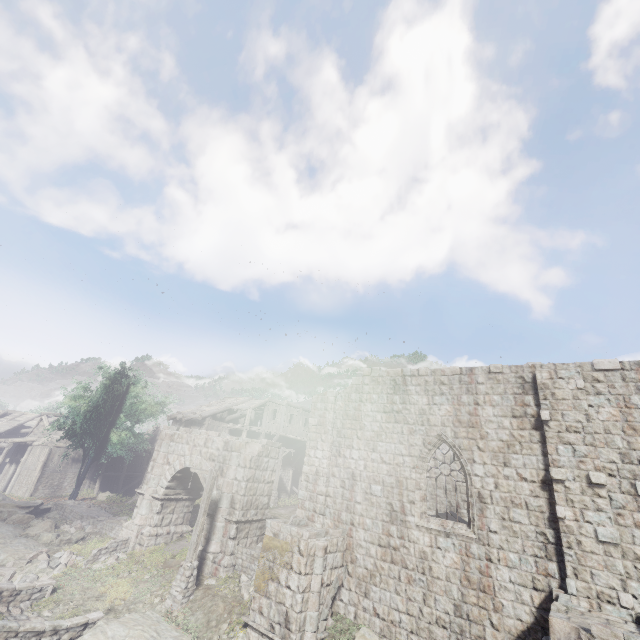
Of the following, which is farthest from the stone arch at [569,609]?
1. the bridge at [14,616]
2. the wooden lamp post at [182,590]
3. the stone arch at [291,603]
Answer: the bridge at [14,616]

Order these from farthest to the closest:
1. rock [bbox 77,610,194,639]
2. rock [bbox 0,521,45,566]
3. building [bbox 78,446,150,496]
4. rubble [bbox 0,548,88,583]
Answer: building [bbox 78,446,150,496] < rock [bbox 0,521,45,566] < rubble [bbox 0,548,88,583] < rock [bbox 77,610,194,639]

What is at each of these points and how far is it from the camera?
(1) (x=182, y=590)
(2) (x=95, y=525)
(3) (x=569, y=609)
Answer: (1) wooden lamp post, 12.8 meters
(2) rubble, 20.6 meters
(3) stone arch, 8.1 meters

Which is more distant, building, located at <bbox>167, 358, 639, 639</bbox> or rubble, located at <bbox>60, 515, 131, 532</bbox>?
rubble, located at <bbox>60, 515, 131, 532</bbox>

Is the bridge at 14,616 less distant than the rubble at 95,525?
Yes

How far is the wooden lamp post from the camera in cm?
1270

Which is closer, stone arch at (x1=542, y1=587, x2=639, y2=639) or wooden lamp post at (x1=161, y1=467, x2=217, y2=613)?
stone arch at (x1=542, y1=587, x2=639, y2=639)

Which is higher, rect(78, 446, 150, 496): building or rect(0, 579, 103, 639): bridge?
rect(78, 446, 150, 496): building
